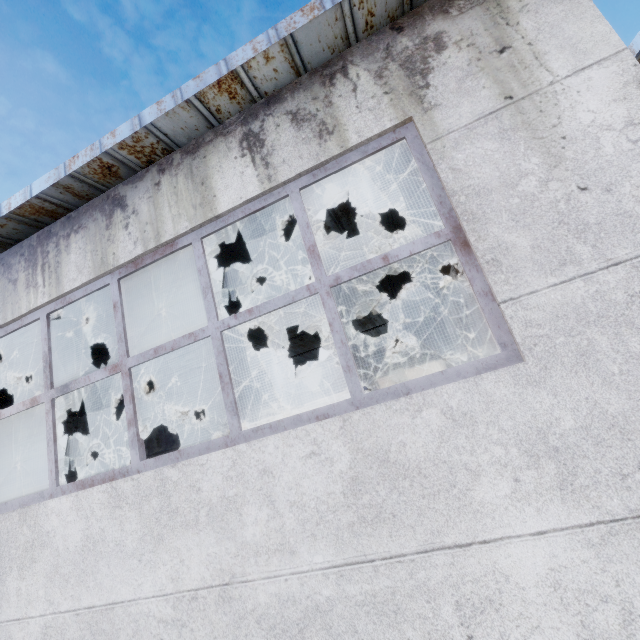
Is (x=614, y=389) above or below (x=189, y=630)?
above

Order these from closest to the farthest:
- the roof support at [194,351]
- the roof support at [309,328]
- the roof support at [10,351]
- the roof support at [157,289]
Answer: the roof support at [157,289] → the roof support at [10,351] → the roof support at [309,328] → the roof support at [194,351]

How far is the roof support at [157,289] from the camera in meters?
5.6 m

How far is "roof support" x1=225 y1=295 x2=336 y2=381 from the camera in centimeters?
805cm

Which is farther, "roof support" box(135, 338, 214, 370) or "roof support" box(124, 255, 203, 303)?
"roof support" box(135, 338, 214, 370)
